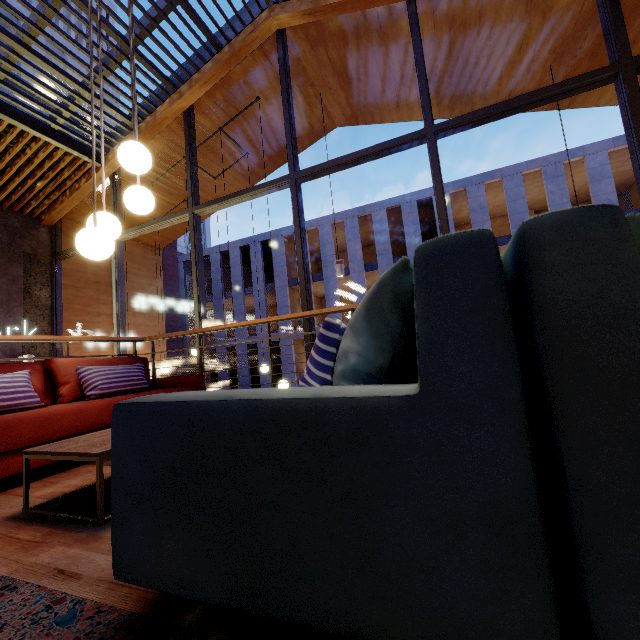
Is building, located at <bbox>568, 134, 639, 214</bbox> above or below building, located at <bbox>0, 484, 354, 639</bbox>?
above

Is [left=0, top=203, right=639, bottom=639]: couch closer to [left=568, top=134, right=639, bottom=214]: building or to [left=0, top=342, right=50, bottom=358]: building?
[left=0, top=342, right=50, bottom=358]: building

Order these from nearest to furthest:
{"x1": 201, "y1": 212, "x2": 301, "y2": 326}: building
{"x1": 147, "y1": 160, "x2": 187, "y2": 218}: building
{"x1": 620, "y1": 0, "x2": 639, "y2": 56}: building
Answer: {"x1": 620, "y1": 0, "x2": 639, "y2": 56}: building < {"x1": 147, "y1": 160, "x2": 187, "y2": 218}: building < {"x1": 201, "y1": 212, "x2": 301, "y2": 326}: building

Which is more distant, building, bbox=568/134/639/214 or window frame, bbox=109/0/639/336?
building, bbox=568/134/639/214

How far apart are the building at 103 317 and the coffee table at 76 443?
5.5m

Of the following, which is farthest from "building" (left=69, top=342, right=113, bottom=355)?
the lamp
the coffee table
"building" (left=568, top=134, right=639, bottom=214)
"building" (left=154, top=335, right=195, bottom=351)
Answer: "building" (left=568, top=134, right=639, bottom=214)

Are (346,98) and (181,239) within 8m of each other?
no

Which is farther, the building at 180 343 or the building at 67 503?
the building at 180 343
